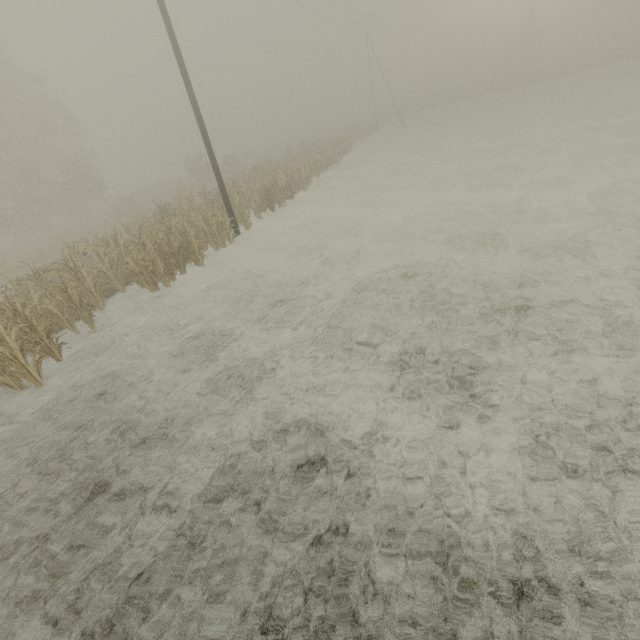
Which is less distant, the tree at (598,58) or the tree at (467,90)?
the tree at (598,58)

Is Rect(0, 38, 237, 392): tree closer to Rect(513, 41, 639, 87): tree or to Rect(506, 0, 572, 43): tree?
Rect(513, 41, 639, 87): tree

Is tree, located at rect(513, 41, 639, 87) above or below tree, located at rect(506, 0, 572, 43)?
A: below

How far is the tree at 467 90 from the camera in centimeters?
5322cm

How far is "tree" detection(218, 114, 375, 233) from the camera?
17.0 meters

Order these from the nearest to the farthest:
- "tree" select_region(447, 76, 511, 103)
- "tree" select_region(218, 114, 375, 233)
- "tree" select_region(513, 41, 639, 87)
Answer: "tree" select_region(218, 114, 375, 233), "tree" select_region(513, 41, 639, 87), "tree" select_region(447, 76, 511, 103)

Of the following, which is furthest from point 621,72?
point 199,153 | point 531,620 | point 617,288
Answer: point 531,620

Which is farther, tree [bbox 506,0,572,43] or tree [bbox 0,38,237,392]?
tree [bbox 506,0,572,43]
